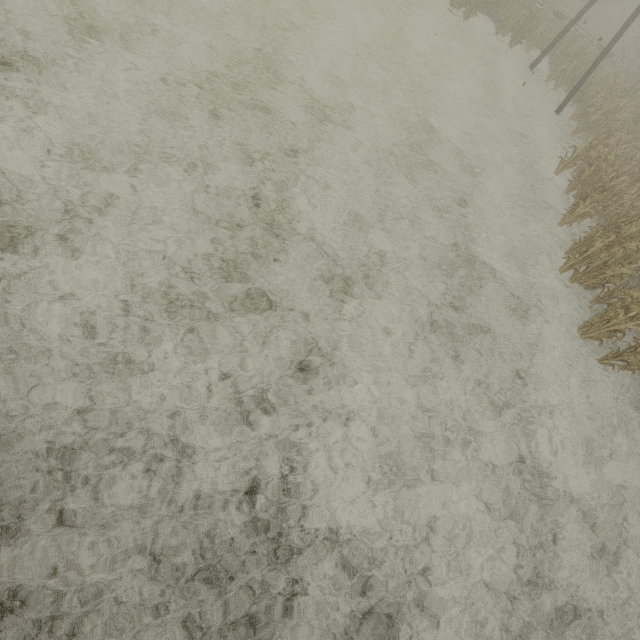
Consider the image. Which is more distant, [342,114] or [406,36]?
[406,36]

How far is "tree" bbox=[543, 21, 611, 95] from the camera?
16.52m

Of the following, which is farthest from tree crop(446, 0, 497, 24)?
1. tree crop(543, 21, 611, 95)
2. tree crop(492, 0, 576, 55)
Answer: tree crop(543, 21, 611, 95)

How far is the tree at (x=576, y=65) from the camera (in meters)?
16.52

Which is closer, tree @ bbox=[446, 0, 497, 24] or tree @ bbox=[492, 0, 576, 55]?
tree @ bbox=[446, 0, 497, 24]

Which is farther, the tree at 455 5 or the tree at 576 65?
the tree at 576 65

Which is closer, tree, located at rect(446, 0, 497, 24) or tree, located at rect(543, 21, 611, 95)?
tree, located at rect(446, 0, 497, 24)

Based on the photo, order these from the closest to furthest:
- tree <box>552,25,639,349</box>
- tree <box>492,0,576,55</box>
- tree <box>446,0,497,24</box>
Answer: tree <box>552,25,639,349</box> → tree <box>446,0,497,24</box> → tree <box>492,0,576,55</box>
